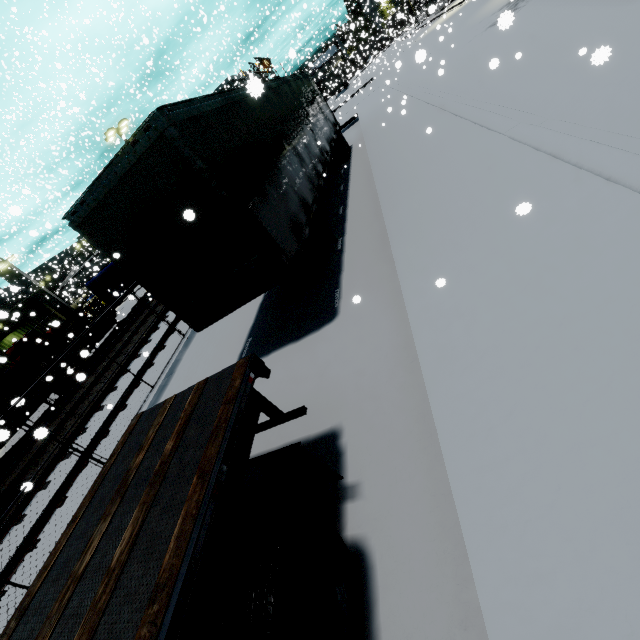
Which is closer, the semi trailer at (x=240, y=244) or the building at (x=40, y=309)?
the semi trailer at (x=240, y=244)

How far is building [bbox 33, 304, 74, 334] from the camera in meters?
22.4 m

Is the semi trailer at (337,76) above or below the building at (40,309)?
below

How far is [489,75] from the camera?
10.0 meters

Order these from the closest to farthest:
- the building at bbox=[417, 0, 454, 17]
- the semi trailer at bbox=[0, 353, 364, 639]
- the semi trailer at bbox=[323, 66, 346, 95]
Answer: the semi trailer at bbox=[0, 353, 364, 639]
the building at bbox=[417, 0, 454, 17]
the semi trailer at bbox=[323, 66, 346, 95]

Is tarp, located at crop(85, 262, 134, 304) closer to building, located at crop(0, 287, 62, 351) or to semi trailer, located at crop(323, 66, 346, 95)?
semi trailer, located at crop(323, 66, 346, 95)

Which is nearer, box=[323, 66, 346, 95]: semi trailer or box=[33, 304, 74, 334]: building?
box=[33, 304, 74, 334]: building

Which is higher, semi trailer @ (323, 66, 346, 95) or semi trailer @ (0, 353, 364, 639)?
semi trailer @ (323, 66, 346, 95)
